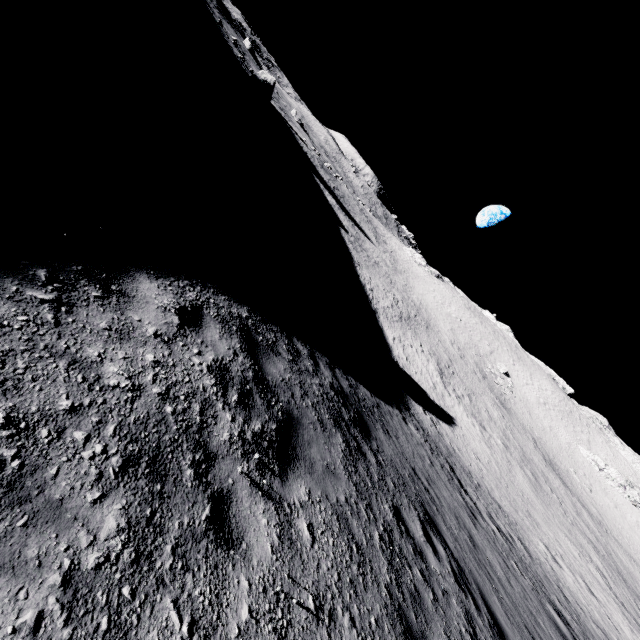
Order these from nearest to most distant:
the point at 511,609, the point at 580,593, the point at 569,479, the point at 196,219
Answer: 1. the point at 196,219
2. the point at 511,609
3. the point at 580,593
4. the point at 569,479
